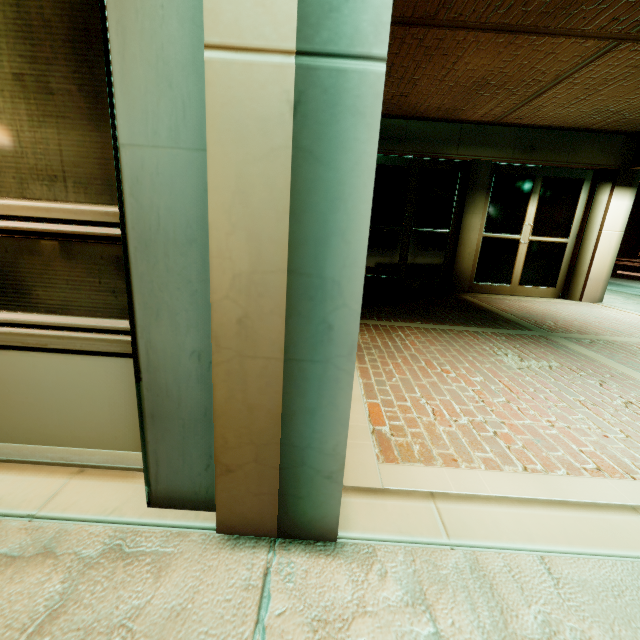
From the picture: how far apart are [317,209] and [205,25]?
0.56m
